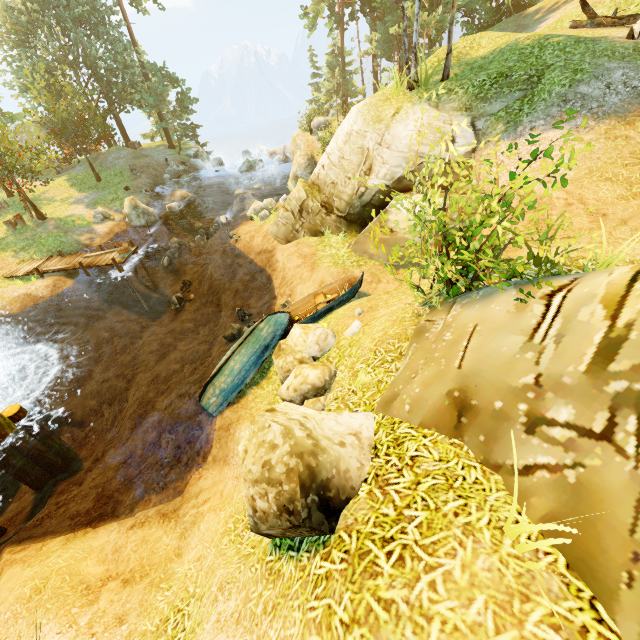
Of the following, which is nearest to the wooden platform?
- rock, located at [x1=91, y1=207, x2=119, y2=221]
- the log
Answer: rock, located at [x1=91, y1=207, x2=119, y2=221]

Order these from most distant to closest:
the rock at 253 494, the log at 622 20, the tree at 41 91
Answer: the tree at 41 91, the log at 622 20, the rock at 253 494

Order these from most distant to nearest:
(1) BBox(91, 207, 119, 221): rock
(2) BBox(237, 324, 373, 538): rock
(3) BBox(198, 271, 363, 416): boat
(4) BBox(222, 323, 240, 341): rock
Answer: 1. (1) BBox(91, 207, 119, 221): rock
2. (4) BBox(222, 323, 240, 341): rock
3. (3) BBox(198, 271, 363, 416): boat
4. (2) BBox(237, 324, 373, 538): rock

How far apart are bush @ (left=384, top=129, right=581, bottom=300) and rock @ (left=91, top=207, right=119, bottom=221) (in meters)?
23.81

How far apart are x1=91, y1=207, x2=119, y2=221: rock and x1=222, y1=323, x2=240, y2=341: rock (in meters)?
16.80

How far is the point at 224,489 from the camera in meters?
7.1

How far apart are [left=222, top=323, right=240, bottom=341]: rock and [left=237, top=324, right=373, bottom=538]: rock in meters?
7.6 m

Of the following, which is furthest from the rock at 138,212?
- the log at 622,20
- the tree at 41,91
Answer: the log at 622,20
